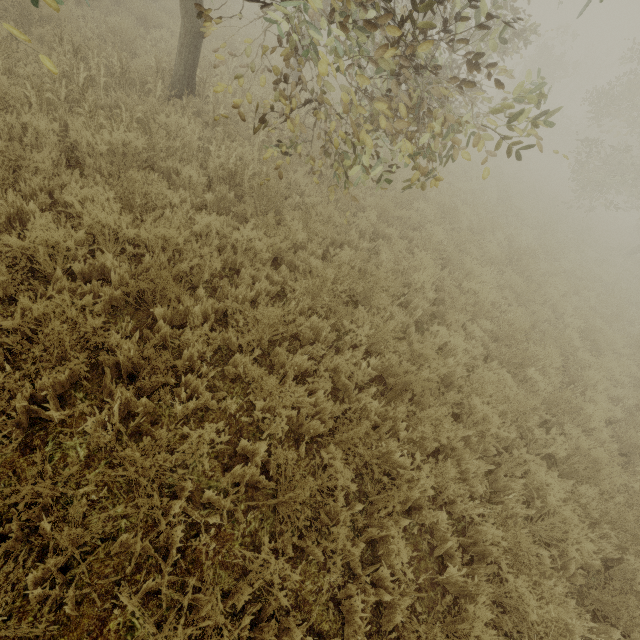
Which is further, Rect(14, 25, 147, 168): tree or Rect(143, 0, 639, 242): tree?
Rect(14, 25, 147, 168): tree

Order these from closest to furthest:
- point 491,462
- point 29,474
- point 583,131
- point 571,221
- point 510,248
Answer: point 29,474
point 491,462
point 510,248
point 571,221
point 583,131

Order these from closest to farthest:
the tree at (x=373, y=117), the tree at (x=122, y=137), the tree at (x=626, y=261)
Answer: the tree at (x=373, y=117)
the tree at (x=122, y=137)
the tree at (x=626, y=261)

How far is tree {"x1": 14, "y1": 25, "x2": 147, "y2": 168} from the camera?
4.36m

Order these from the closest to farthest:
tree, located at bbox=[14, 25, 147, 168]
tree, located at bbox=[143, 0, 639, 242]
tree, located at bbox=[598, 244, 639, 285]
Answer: tree, located at bbox=[143, 0, 639, 242]
tree, located at bbox=[14, 25, 147, 168]
tree, located at bbox=[598, 244, 639, 285]

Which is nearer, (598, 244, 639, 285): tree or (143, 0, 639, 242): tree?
(143, 0, 639, 242): tree

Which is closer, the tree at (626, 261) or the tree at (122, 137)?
the tree at (122, 137)
